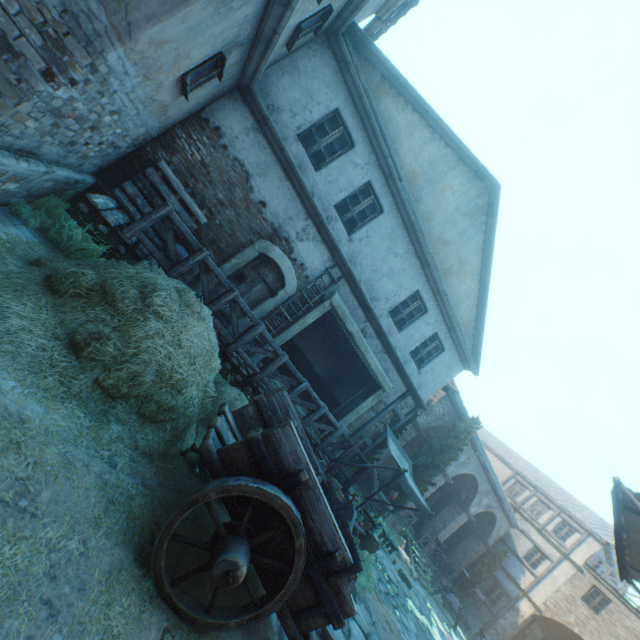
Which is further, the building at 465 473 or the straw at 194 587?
the building at 465 473

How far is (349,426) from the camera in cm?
1196

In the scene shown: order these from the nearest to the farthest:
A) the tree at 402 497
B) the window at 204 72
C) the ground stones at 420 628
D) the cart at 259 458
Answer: the cart at 259 458, the window at 204 72, the ground stones at 420 628, the tree at 402 497

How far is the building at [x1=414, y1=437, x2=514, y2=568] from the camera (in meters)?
19.41

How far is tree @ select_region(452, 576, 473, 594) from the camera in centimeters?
2225cm

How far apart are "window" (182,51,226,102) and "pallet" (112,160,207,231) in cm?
198

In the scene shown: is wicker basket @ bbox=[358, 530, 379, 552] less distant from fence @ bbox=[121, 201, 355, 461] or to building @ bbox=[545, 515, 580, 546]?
fence @ bbox=[121, 201, 355, 461]

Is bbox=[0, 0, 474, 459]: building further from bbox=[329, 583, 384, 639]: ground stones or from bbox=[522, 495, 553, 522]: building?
bbox=[329, 583, 384, 639]: ground stones
